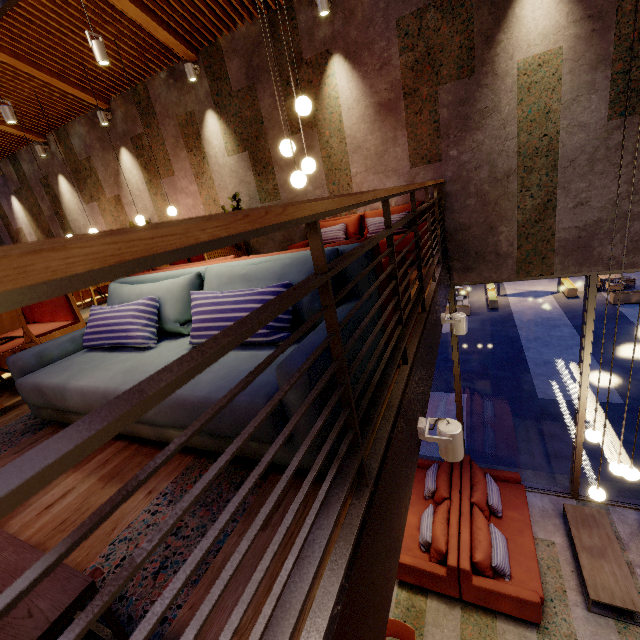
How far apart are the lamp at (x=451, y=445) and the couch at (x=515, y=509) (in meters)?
4.03

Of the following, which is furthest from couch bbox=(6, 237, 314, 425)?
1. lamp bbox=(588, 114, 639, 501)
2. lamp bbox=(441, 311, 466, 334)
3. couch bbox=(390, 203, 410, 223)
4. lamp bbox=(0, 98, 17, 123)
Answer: lamp bbox=(0, 98, 17, 123)

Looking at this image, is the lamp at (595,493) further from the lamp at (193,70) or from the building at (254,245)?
the lamp at (193,70)

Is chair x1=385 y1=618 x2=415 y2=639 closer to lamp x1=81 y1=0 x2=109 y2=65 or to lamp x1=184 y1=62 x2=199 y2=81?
lamp x1=81 y1=0 x2=109 y2=65

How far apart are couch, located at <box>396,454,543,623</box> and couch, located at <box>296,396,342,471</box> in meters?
4.4 m

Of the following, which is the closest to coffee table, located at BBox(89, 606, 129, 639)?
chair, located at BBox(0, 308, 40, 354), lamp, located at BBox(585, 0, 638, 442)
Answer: chair, located at BBox(0, 308, 40, 354)

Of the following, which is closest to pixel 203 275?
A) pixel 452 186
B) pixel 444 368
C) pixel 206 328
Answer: pixel 206 328

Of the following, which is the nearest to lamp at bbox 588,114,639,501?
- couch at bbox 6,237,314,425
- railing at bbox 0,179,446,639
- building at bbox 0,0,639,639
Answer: building at bbox 0,0,639,639
